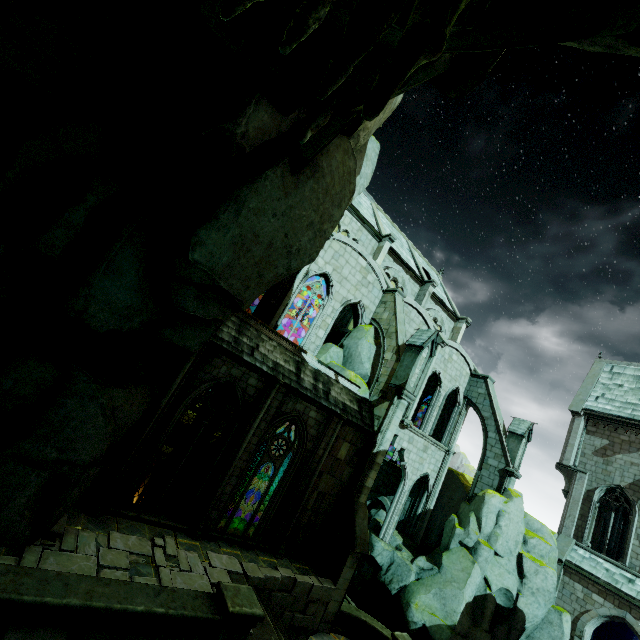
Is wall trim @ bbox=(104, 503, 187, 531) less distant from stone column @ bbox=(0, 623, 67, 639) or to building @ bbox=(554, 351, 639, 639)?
building @ bbox=(554, 351, 639, 639)

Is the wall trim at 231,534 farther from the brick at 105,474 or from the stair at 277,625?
the stair at 277,625

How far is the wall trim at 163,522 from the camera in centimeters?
938cm

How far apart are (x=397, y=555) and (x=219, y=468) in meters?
15.3

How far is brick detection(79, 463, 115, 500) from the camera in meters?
9.1

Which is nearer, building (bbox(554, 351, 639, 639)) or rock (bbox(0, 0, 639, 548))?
rock (bbox(0, 0, 639, 548))

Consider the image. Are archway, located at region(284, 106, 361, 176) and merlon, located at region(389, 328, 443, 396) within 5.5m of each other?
no

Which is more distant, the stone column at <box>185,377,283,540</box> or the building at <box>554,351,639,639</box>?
the building at <box>554,351,639,639</box>
